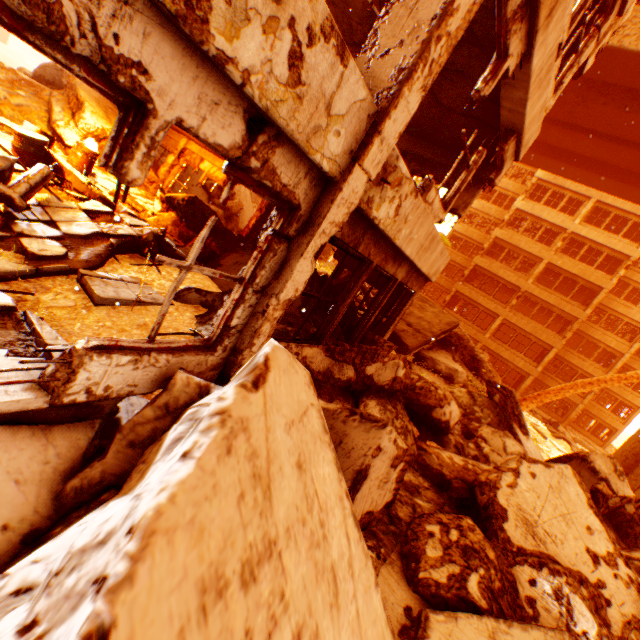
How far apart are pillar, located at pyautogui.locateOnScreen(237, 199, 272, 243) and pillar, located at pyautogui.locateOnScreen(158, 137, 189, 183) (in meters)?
4.56

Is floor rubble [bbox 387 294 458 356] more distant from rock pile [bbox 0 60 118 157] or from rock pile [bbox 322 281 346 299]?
rock pile [bbox 0 60 118 157]

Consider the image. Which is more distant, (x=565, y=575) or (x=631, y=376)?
(x=631, y=376)

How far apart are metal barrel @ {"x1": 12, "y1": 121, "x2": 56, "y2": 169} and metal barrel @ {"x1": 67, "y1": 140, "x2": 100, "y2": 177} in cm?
148

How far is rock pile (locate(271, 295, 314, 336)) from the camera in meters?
4.9 m

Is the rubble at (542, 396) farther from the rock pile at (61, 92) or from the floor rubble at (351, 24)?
the rock pile at (61, 92)

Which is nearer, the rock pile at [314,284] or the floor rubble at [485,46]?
the floor rubble at [485,46]
